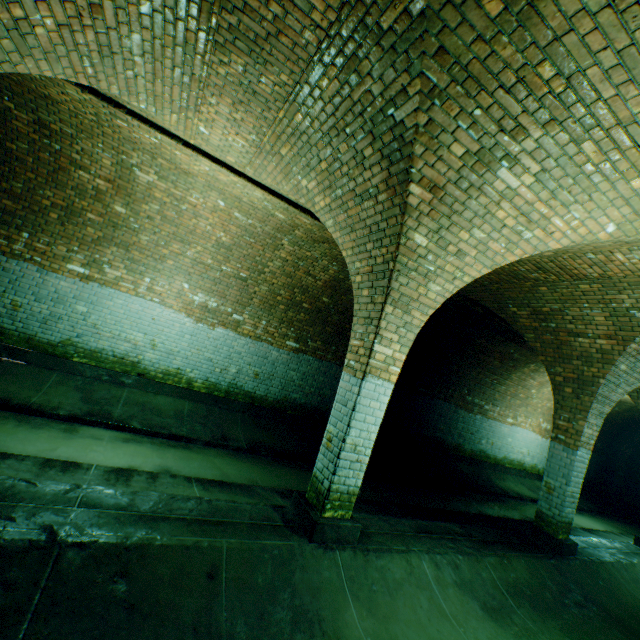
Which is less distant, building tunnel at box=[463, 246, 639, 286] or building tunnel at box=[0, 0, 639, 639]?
building tunnel at box=[0, 0, 639, 639]

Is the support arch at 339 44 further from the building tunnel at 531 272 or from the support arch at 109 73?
the support arch at 109 73

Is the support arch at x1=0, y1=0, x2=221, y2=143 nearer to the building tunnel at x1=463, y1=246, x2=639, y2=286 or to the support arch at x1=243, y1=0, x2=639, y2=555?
the building tunnel at x1=463, y1=246, x2=639, y2=286

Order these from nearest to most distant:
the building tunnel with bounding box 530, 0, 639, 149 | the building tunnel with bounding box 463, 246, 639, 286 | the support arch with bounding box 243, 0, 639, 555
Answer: the building tunnel with bounding box 530, 0, 639, 149, the support arch with bounding box 243, 0, 639, 555, the building tunnel with bounding box 463, 246, 639, 286

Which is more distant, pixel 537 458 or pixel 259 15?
pixel 537 458
